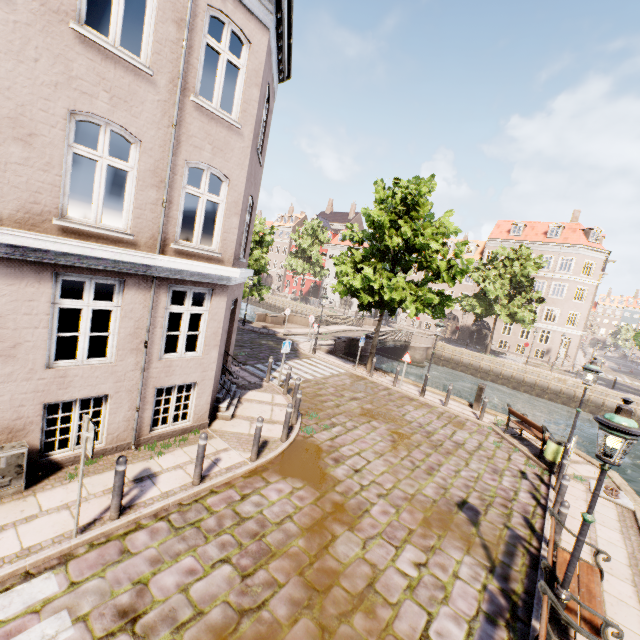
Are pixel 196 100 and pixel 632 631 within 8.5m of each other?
no

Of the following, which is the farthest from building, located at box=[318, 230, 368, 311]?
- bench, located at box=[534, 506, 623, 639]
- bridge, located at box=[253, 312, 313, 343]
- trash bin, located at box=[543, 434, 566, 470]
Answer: bench, located at box=[534, 506, 623, 639]

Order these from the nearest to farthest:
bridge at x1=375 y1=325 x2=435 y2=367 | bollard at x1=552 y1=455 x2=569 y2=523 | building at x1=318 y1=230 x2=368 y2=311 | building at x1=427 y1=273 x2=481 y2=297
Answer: bollard at x1=552 y1=455 x2=569 y2=523 < bridge at x1=375 y1=325 x2=435 y2=367 < building at x1=427 y1=273 x2=481 y2=297 < building at x1=318 y1=230 x2=368 y2=311

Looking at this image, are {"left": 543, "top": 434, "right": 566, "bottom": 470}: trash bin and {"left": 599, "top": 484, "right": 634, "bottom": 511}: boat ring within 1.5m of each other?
yes

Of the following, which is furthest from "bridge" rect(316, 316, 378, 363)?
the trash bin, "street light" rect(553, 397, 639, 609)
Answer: "street light" rect(553, 397, 639, 609)

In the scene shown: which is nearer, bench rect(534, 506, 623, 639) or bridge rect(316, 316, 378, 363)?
bench rect(534, 506, 623, 639)

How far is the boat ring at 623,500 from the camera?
9.0m

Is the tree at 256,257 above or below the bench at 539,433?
above
